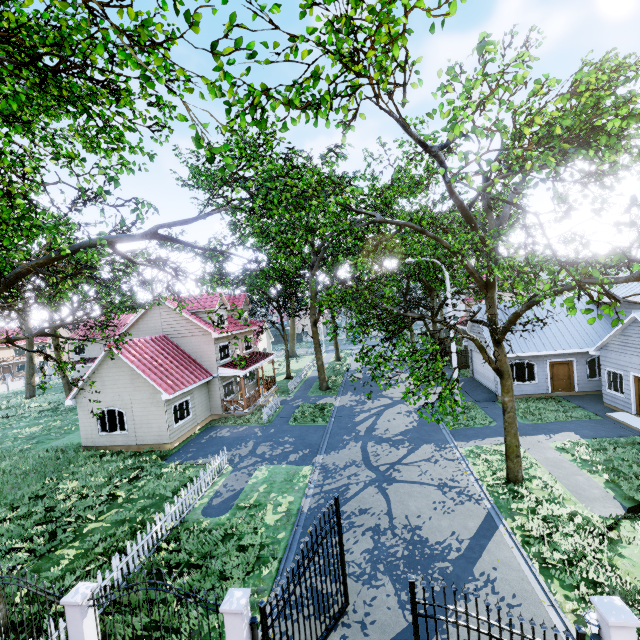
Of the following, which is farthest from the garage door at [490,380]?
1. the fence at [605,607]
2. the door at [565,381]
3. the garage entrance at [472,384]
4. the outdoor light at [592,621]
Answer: the outdoor light at [592,621]

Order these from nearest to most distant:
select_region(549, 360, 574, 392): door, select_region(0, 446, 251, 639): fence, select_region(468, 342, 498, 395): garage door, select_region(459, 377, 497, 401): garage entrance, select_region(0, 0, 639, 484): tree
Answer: select_region(0, 0, 639, 484): tree < select_region(0, 446, 251, 639): fence < select_region(549, 360, 574, 392): door < select_region(459, 377, 497, 401): garage entrance < select_region(468, 342, 498, 395): garage door

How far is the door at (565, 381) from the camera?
21.22m

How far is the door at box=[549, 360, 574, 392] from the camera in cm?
2122

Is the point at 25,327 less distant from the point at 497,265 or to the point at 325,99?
the point at 325,99

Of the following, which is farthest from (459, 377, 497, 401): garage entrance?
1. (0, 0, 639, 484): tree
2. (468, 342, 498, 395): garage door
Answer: (0, 0, 639, 484): tree

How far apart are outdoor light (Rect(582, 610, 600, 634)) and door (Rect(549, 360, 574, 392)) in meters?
19.2

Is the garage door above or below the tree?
below
